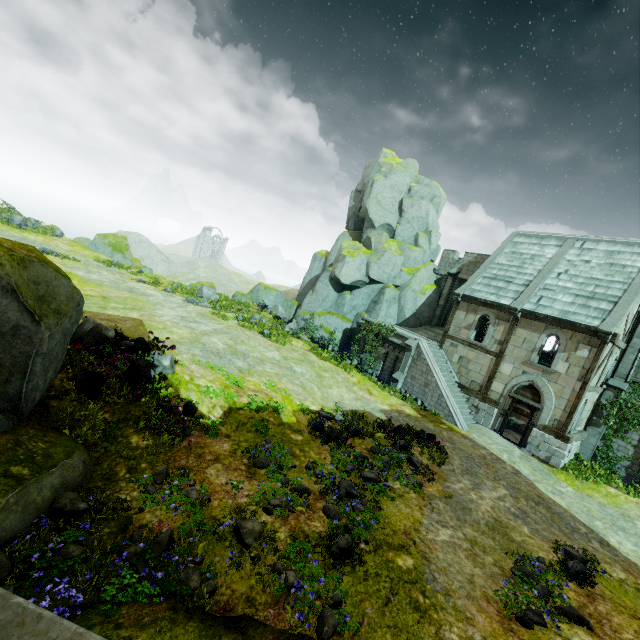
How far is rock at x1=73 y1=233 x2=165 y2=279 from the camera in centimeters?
3120cm

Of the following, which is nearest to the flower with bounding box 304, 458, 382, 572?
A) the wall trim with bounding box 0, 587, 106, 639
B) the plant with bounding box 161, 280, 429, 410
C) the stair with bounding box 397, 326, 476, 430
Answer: the wall trim with bounding box 0, 587, 106, 639

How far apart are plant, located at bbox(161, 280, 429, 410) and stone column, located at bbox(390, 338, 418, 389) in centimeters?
635cm

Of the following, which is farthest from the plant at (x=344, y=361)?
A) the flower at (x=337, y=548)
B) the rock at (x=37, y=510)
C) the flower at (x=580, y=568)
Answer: the flower at (x=580, y=568)

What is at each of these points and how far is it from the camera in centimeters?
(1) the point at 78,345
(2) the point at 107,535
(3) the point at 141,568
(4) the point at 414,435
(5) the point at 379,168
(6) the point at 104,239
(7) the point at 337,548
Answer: →
(1) plant, 950cm
(2) rock, 603cm
(3) plant, 547cm
(4) plant, 1467cm
(5) rock, 3291cm
(6) rock, 3166cm
(7) flower, 711cm

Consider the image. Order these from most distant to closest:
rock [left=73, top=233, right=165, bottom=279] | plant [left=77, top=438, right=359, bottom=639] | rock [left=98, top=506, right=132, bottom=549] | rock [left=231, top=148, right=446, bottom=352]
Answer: rock [left=73, top=233, right=165, bottom=279], rock [left=231, top=148, right=446, bottom=352], rock [left=98, top=506, right=132, bottom=549], plant [left=77, top=438, right=359, bottom=639]

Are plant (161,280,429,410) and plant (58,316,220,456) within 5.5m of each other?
no

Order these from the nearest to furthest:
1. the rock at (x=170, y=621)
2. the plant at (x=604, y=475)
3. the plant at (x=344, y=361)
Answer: the rock at (x=170, y=621) → the plant at (x=604, y=475) → the plant at (x=344, y=361)
